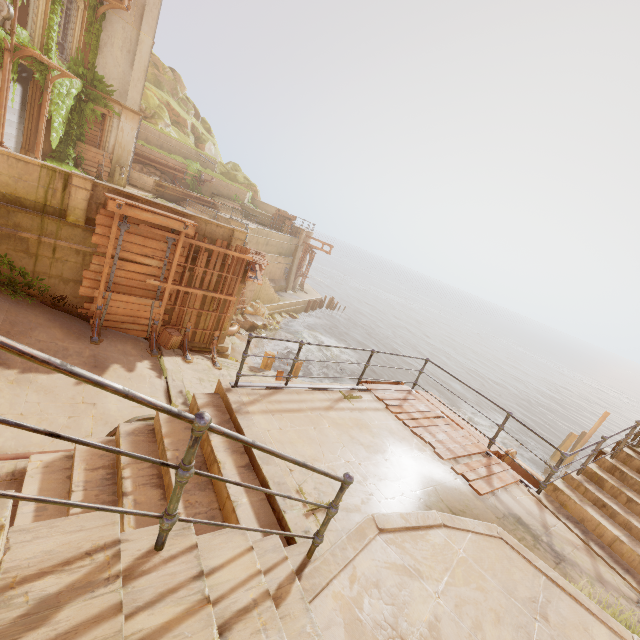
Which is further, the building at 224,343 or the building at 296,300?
the building at 296,300

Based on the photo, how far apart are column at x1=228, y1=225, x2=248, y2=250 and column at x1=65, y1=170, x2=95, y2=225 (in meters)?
4.54

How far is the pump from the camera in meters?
19.6 m

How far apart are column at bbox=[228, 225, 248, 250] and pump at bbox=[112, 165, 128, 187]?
11.8m

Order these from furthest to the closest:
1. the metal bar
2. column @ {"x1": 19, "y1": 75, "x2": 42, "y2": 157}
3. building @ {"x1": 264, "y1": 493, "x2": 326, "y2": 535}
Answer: column @ {"x1": 19, "y1": 75, "x2": 42, "y2": 157}
building @ {"x1": 264, "y1": 493, "x2": 326, "y2": 535}
the metal bar

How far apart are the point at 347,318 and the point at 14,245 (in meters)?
39.10

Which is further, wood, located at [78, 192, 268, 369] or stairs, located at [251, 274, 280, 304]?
stairs, located at [251, 274, 280, 304]

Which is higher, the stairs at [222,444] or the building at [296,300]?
the stairs at [222,444]
